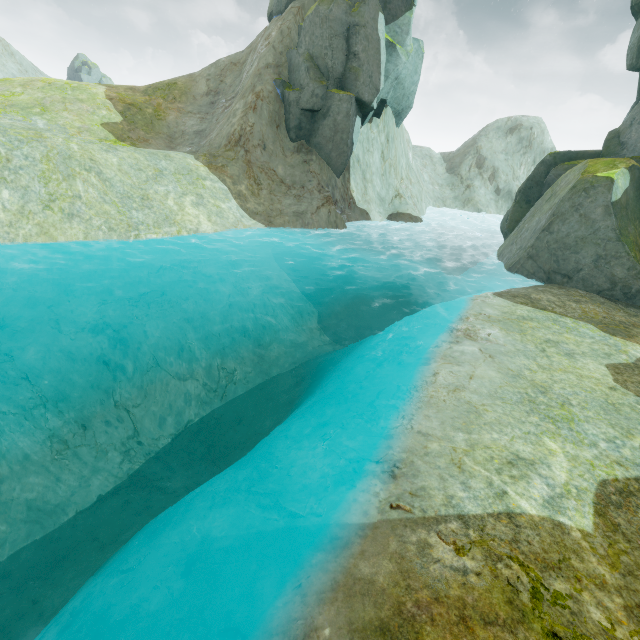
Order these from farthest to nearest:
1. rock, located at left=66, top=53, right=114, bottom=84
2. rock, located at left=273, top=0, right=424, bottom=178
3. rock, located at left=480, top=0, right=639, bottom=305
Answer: rock, located at left=66, top=53, right=114, bottom=84
rock, located at left=273, top=0, right=424, bottom=178
rock, located at left=480, top=0, right=639, bottom=305

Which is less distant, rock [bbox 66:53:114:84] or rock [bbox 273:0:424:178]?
rock [bbox 273:0:424:178]

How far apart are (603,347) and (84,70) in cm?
7800

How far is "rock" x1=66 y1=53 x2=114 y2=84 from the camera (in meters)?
53.56

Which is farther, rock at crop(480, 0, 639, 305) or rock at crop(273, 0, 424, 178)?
rock at crop(273, 0, 424, 178)

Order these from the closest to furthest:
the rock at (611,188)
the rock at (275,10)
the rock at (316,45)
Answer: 1. the rock at (611,188)
2. the rock at (316,45)
3. the rock at (275,10)

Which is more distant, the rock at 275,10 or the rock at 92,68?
the rock at 92,68
